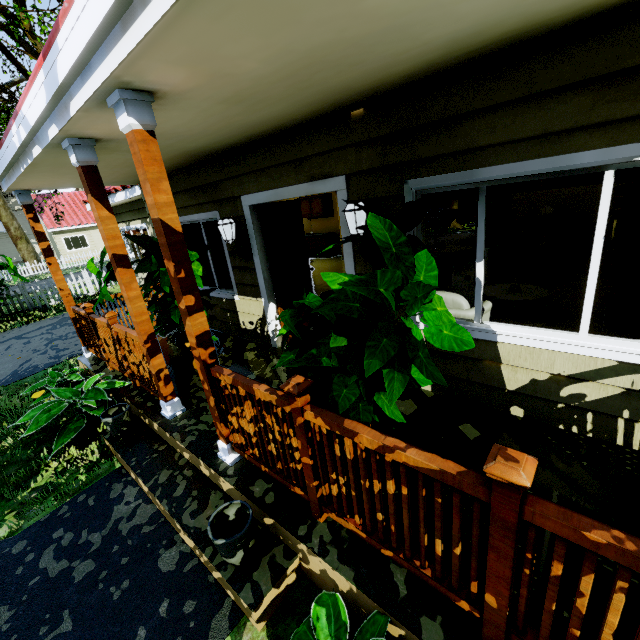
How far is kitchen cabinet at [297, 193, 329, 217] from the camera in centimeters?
1145cm

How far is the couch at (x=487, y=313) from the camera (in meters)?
3.53

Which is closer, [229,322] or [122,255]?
[122,255]

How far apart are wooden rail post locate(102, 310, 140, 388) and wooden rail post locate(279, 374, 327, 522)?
3.23m

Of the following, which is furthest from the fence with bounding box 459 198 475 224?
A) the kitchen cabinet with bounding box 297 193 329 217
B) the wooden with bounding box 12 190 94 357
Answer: the wooden with bounding box 12 190 94 357

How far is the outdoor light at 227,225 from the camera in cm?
428

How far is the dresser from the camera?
7.21m

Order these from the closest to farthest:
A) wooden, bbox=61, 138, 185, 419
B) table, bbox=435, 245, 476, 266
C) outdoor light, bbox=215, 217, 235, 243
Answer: wooden, bbox=61, 138, 185, 419, outdoor light, bbox=215, 217, 235, 243, table, bbox=435, 245, 476, 266
